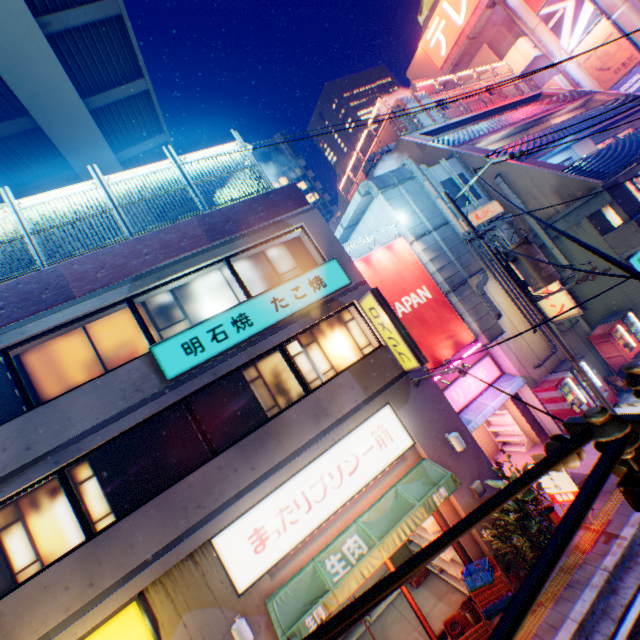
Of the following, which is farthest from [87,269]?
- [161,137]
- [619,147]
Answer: [619,147]

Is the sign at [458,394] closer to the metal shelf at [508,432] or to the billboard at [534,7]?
the metal shelf at [508,432]

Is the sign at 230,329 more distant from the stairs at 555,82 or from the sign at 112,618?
the stairs at 555,82

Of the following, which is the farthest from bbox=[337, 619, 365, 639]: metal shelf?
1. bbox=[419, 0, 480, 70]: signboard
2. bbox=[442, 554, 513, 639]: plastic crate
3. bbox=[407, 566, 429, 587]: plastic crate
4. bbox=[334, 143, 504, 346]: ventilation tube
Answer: bbox=[419, 0, 480, 70]: signboard

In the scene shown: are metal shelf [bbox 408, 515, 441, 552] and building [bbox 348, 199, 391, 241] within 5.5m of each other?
no

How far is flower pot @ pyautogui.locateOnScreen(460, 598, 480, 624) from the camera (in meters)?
7.64

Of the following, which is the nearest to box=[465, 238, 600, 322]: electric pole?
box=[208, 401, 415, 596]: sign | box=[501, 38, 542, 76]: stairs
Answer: box=[208, 401, 415, 596]: sign

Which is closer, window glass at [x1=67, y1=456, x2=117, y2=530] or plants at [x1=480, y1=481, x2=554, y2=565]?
window glass at [x1=67, y1=456, x2=117, y2=530]
